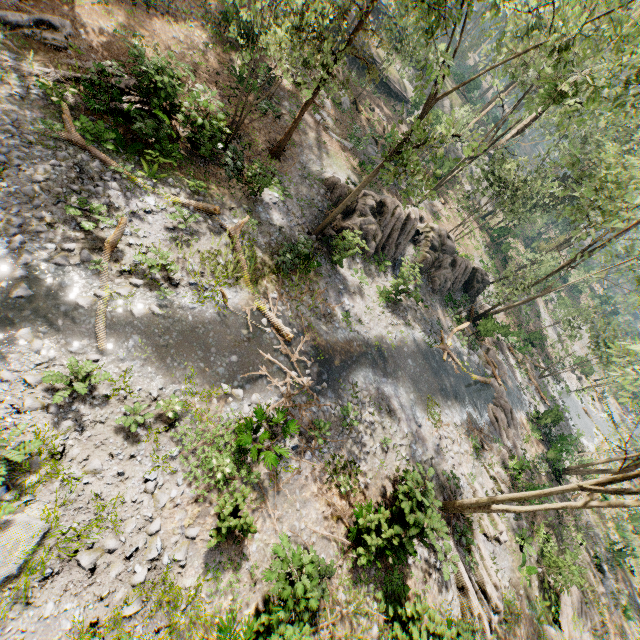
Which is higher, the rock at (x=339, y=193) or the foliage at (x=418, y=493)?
the foliage at (x=418, y=493)

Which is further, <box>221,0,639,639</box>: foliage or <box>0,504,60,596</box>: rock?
<box>221,0,639,639</box>: foliage

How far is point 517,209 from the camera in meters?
28.4 m

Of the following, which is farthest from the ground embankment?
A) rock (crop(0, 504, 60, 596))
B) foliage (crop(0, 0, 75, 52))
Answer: rock (crop(0, 504, 60, 596))

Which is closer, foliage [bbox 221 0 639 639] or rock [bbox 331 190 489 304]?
foliage [bbox 221 0 639 639]

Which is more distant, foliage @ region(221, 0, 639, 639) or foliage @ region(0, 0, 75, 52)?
foliage @ region(0, 0, 75, 52)

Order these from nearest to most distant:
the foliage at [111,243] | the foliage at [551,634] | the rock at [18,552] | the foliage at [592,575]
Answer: the rock at [18,552] < the foliage at [111,243] < the foliage at [551,634] < the foliage at [592,575]

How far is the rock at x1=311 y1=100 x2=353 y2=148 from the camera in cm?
2520
